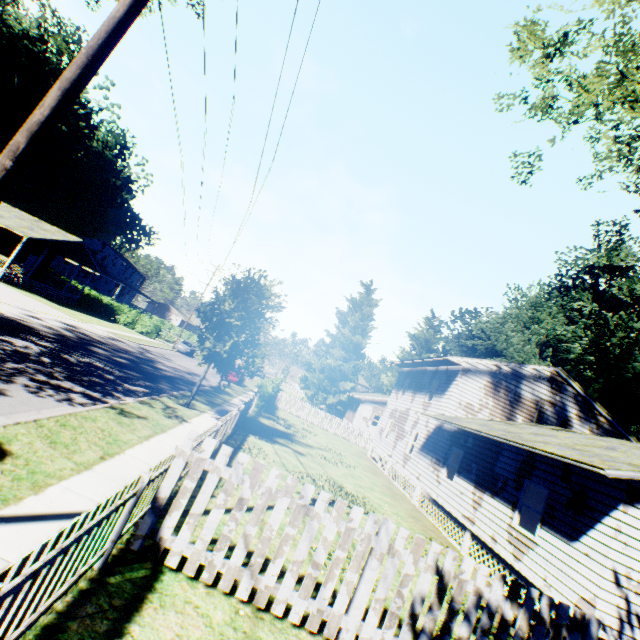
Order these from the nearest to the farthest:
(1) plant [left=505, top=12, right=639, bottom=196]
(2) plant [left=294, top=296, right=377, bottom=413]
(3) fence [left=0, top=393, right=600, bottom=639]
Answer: (3) fence [left=0, top=393, right=600, bottom=639] → (1) plant [left=505, top=12, right=639, bottom=196] → (2) plant [left=294, top=296, right=377, bottom=413]

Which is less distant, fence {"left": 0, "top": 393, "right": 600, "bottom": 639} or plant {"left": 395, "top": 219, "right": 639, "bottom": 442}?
fence {"left": 0, "top": 393, "right": 600, "bottom": 639}

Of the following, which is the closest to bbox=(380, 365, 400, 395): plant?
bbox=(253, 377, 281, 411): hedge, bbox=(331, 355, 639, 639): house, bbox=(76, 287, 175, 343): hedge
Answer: bbox=(331, 355, 639, 639): house

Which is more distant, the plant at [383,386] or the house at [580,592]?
the plant at [383,386]

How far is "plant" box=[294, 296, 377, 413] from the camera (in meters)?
45.91

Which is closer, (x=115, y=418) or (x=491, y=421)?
(x=115, y=418)

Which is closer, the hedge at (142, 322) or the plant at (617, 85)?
the plant at (617, 85)
